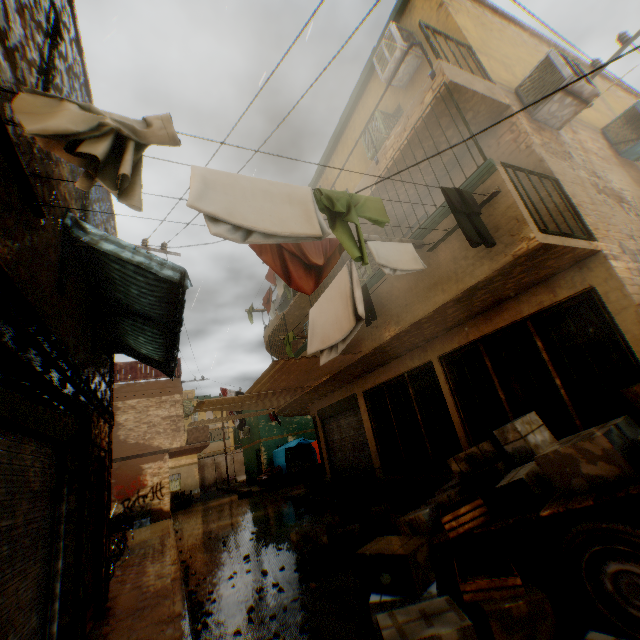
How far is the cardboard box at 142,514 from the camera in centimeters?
1535cm

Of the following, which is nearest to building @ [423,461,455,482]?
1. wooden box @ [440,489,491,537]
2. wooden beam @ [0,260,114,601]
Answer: wooden beam @ [0,260,114,601]

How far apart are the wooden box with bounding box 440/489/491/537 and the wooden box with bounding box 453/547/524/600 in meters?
0.2

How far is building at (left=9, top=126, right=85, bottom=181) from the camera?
2.8m

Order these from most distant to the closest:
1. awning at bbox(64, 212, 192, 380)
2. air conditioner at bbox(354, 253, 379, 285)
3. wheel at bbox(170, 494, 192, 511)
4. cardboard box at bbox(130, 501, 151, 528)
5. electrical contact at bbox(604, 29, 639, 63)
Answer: wheel at bbox(170, 494, 192, 511) < cardboard box at bbox(130, 501, 151, 528) < air conditioner at bbox(354, 253, 379, 285) < electrical contact at bbox(604, 29, 639, 63) < awning at bbox(64, 212, 192, 380)

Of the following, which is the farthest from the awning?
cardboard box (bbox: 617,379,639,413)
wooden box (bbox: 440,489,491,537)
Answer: wooden box (bbox: 440,489,491,537)

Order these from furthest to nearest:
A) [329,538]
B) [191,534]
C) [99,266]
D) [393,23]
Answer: [191,534] → [393,23] → [329,538] → [99,266]

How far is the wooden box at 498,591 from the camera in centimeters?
281cm
